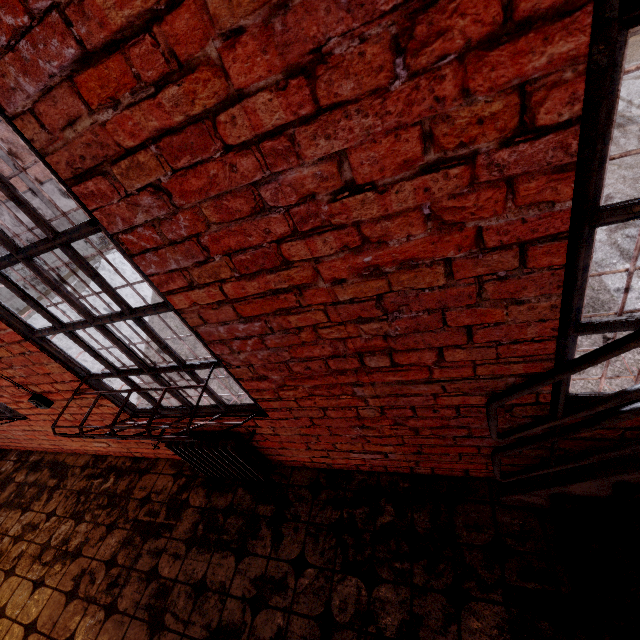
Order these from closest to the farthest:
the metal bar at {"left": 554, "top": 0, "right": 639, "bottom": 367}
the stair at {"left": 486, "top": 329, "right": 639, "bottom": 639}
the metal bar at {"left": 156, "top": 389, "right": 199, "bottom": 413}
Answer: the metal bar at {"left": 554, "top": 0, "right": 639, "bottom": 367} → the stair at {"left": 486, "top": 329, "right": 639, "bottom": 639} → the metal bar at {"left": 156, "top": 389, "right": 199, "bottom": 413}

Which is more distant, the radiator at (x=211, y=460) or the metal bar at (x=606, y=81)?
the radiator at (x=211, y=460)

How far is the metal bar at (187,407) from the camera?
2.3 meters

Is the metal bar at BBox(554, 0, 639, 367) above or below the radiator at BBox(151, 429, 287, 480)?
above

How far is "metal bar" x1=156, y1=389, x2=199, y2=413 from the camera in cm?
235

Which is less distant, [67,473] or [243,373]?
[243,373]

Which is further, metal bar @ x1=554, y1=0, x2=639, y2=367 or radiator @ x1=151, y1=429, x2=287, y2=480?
radiator @ x1=151, y1=429, x2=287, y2=480

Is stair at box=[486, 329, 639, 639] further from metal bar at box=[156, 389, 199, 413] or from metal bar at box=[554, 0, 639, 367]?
metal bar at box=[156, 389, 199, 413]
